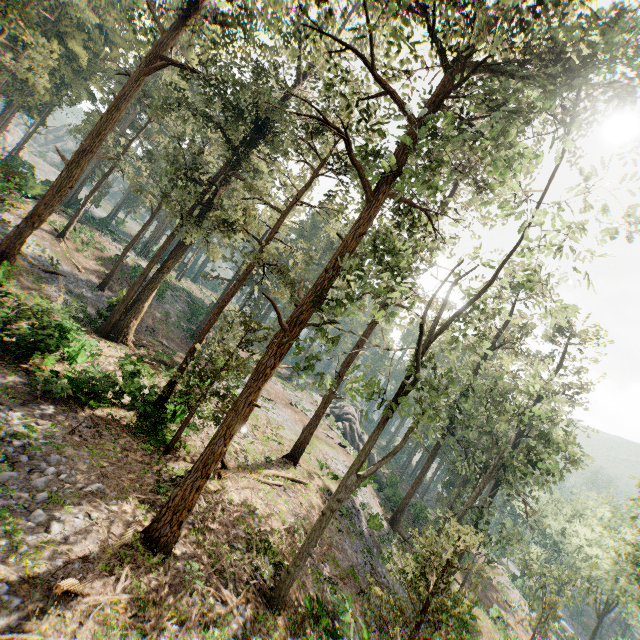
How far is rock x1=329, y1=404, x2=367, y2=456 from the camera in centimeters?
4538cm

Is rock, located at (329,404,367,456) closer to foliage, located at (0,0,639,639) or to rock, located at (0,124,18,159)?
foliage, located at (0,0,639,639)

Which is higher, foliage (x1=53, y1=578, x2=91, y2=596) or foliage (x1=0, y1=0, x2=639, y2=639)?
foliage (x1=0, y1=0, x2=639, y2=639)

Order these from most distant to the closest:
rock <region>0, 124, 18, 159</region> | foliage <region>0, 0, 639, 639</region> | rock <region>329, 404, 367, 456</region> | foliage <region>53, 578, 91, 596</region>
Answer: rock <region>0, 124, 18, 159</region>
rock <region>329, 404, 367, 456</region>
foliage <region>0, 0, 639, 639</region>
foliage <region>53, 578, 91, 596</region>

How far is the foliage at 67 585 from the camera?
6.92m

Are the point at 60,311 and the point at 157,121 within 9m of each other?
no

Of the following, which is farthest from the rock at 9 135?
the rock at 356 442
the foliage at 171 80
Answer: the rock at 356 442
